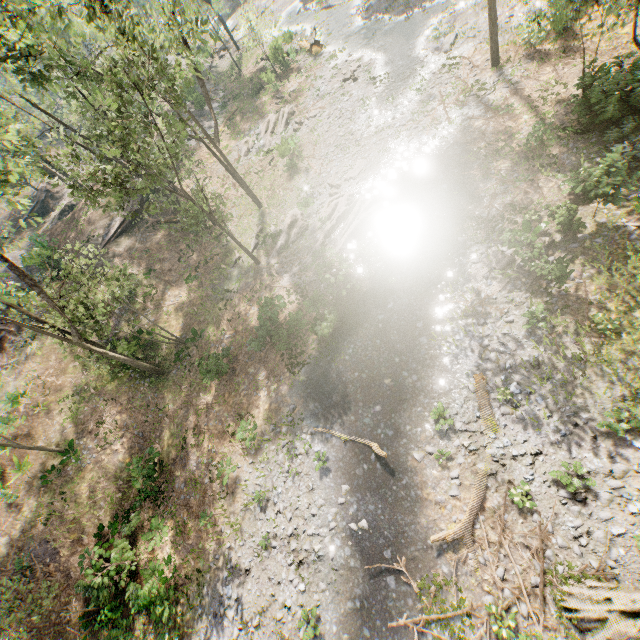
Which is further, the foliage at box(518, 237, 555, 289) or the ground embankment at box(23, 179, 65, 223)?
the ground embankment at box(23, 179, 65, 223)

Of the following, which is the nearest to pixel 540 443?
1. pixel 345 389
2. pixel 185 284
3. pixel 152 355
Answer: pixel 345 389

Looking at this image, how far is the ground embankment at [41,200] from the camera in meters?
39.2 m

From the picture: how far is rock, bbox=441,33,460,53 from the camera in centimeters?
2412cm

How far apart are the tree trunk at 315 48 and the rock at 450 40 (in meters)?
14.69

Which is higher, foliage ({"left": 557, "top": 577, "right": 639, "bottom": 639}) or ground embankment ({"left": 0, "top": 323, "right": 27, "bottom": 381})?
ground embankment ({"left": 0, "top": 323, "right": 27, "bottom": 381})

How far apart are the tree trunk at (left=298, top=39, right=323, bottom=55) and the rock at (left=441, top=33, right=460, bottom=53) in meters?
14.7 m

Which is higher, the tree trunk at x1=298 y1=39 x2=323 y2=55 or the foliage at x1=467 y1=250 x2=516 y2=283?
the tree trunk at x1=298 y1=39 x2=323 y2=55
